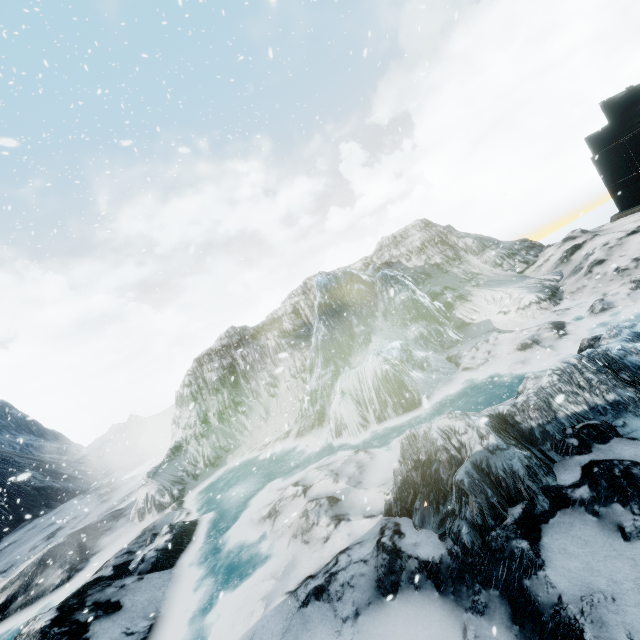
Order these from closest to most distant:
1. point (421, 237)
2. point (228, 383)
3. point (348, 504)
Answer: point (348, 504)
point (228, 383)
point (421, 237)
